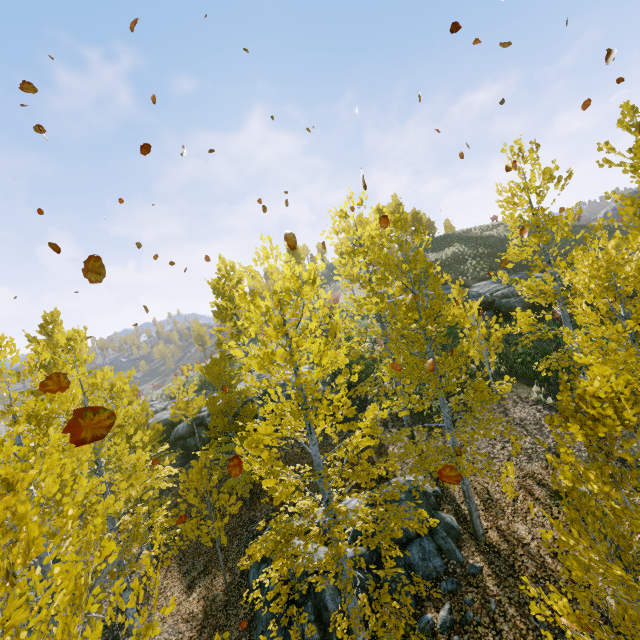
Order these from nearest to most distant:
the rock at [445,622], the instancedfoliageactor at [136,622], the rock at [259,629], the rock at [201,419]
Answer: the instancedfoliageactor at [136,622] < the rock at [445,622] < the rock at [259,629] < the rock at [201,419]

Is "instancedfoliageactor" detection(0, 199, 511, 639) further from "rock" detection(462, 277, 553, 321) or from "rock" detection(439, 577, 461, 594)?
"rock" detection(462, 277, 553, 321)

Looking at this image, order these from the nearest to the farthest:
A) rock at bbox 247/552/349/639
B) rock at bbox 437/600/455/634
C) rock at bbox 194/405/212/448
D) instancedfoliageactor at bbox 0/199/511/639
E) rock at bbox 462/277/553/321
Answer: instancedfoliageactor at bbox 0/199/511/639, rock at bbox 437/600/455/634, rock at bbox 247/552/349/639, rock at bbox 194/405/212/448, rock at bbox 462/277/553/321

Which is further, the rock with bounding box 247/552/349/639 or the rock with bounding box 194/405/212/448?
the rock with bounding box 194/405/212/448

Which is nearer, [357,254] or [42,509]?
[42,509]

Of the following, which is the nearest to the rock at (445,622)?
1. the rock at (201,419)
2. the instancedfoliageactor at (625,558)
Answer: the instancedfoliageactor at (625,558)
